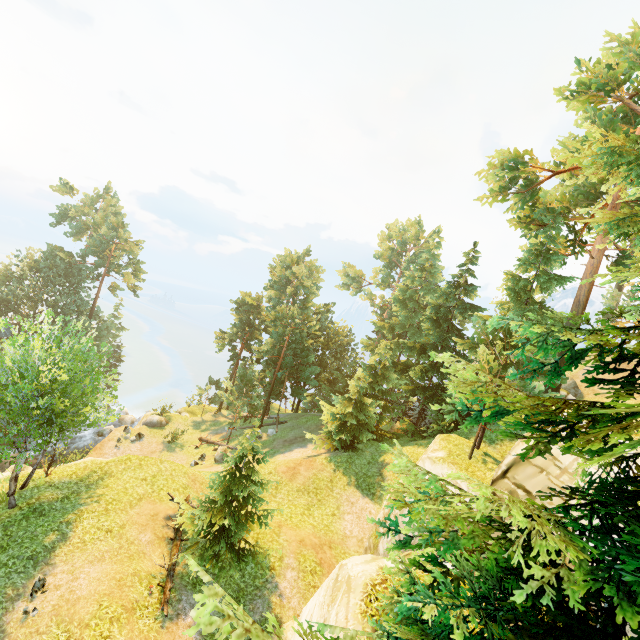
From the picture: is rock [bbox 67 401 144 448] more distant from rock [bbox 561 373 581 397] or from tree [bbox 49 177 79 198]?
rock [bbox 561 373 581 397]

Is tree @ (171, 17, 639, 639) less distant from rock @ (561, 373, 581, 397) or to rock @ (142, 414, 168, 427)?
rock @ (142, 414, 168, 427)

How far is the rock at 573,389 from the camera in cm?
3097

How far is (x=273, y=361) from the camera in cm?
3997

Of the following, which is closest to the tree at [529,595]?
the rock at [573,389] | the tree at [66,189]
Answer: the tree at [66,189]

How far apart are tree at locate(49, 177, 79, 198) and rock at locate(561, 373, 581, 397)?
63.1m

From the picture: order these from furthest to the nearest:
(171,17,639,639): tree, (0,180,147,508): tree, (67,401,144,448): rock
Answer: (67,401,144,448): rock < (0,180,147,508): tree < (171,17,639,639): tree

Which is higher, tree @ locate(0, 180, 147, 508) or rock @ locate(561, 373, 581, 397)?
rock @ locate(561, 373, 581, 397)
